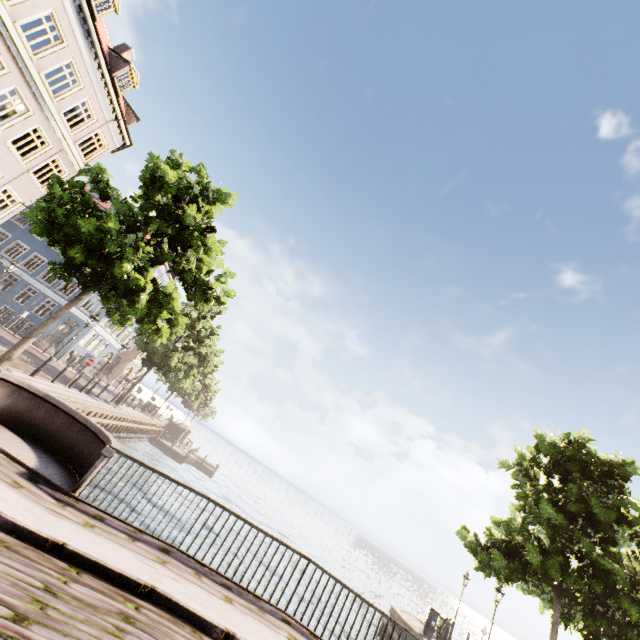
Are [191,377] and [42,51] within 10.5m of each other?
no

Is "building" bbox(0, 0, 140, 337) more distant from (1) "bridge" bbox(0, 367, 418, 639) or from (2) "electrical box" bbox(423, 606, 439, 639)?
(2) "electrical box" bbox(423, 606, 439, 639)

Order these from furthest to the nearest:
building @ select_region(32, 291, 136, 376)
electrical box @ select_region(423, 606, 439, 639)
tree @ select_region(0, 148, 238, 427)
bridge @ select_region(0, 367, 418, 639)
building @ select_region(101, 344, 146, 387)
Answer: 1. building @ select_region(101, 344, 146, 387)
2. building @ select_region(32, 291, 136, 376)
3. electrical box @ select_region(423, 606, 439, 639)
4. tree @ select_region(0, 148, 238, 427)
5. bridge @ select_region(0, 367, 418, 639)

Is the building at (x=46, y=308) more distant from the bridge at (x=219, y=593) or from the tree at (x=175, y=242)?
the bridge at (x=219, y=593)

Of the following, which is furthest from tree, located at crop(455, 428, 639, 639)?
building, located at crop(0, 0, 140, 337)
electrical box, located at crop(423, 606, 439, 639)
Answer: building, located at crop(0, 0, 140, 337)

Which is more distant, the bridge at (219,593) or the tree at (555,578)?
the tree at (555,578)

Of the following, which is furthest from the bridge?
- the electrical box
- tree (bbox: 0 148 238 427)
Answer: the electrical box

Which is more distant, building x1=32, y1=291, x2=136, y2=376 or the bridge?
building x1=32, y1=291, x2=136, y2=376
